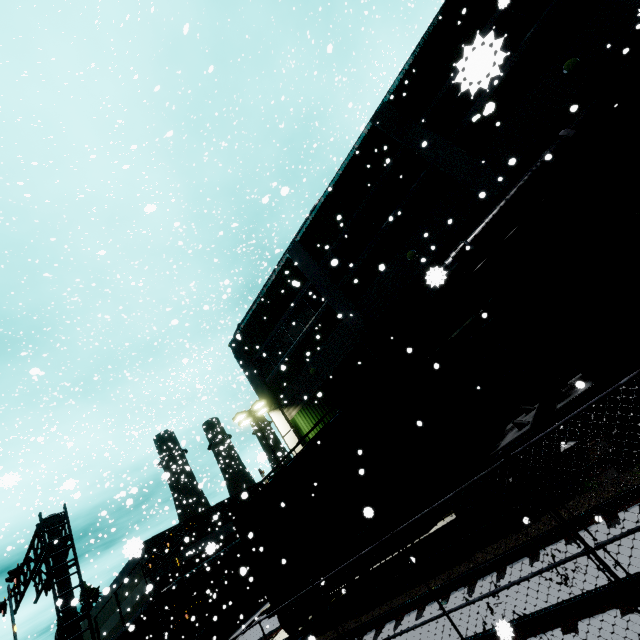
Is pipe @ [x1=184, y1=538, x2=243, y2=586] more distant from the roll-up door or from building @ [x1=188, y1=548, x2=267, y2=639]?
the roll-up door

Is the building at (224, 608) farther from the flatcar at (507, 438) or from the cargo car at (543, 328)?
the flatcar at (507, 438)

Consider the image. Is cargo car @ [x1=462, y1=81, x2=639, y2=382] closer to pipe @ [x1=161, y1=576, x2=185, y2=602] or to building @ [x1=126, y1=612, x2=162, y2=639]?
building @ [x1=126, y1=612, x2=162, y2=639]

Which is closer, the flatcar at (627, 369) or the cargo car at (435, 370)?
the flatcar at (627, 369)

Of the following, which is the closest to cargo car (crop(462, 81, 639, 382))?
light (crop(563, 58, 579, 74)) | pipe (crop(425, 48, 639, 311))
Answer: pipe (crop(425, 48, 639, 311))

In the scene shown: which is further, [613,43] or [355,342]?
[355,342]

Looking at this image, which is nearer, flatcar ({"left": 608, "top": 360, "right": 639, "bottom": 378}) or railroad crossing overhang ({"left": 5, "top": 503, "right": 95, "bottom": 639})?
flatcar ({"left": 608, "top": 360, "right": 639, "bottom": 378})

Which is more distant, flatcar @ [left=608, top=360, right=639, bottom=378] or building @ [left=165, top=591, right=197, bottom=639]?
building @ [left=165, top=591, right=197, bottom=639]
